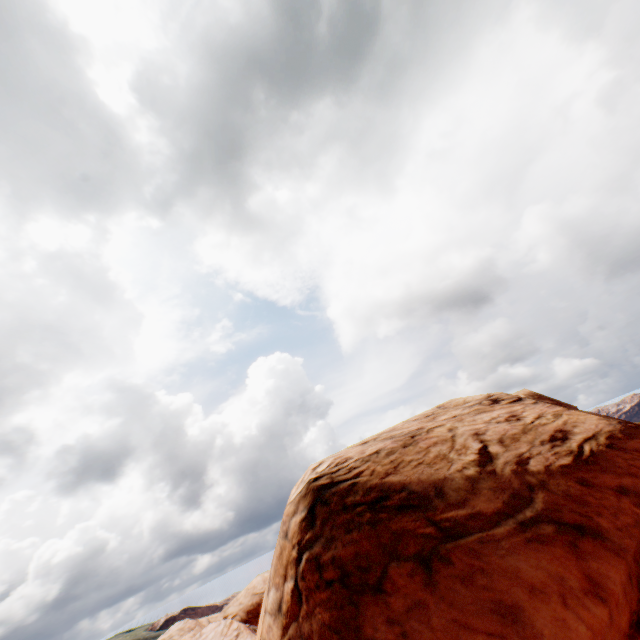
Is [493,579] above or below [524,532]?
below
